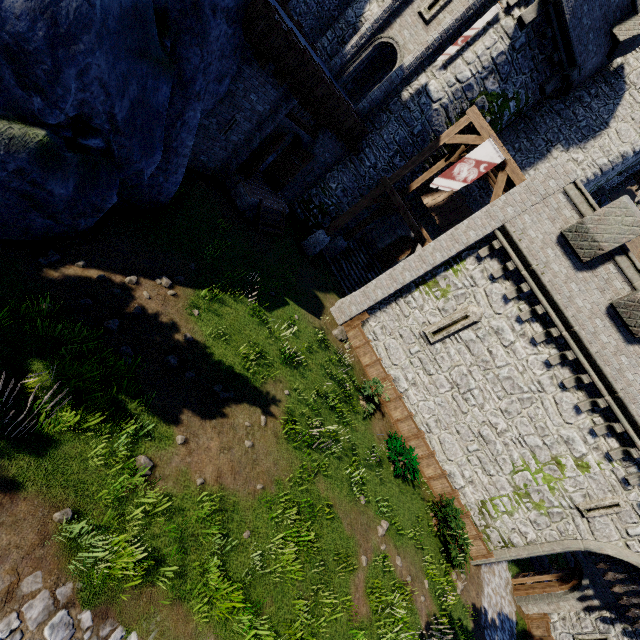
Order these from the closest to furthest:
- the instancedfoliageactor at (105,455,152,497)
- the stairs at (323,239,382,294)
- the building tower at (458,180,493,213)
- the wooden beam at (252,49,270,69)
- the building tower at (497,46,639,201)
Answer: the instancedfoliageactor at (105,455,152,497)
the wooden beam at (252,49,270,69)
the building tower at (497,46,639,201)
the building tower at (458,180,493,213)
the stairs at (323,239,382,294)

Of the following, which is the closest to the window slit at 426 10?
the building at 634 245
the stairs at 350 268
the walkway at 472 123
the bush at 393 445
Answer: the walkway at 472 123

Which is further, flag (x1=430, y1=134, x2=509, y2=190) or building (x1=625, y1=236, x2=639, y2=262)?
building (x1=625, y1=236, x2=639, y2=262)

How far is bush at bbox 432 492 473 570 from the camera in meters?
12.7 m

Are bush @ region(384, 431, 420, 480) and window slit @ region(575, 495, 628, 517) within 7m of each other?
yes

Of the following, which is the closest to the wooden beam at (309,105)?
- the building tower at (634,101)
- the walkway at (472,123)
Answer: the walkway at (472,123)

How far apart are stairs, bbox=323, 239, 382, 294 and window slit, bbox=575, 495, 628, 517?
13.2 meters

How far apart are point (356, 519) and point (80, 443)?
8.3 meters
